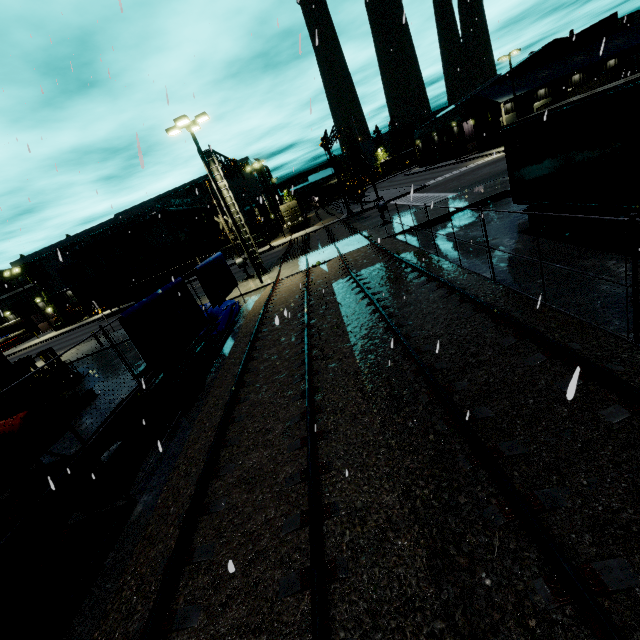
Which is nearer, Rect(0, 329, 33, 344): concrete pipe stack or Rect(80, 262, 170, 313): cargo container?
Rect(80, 262, 170, 313): cargo container

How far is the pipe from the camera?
9.48m

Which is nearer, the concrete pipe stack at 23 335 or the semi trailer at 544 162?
the semi trailer at 544 162

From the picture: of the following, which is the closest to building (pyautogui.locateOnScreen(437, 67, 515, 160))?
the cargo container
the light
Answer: the cargo container

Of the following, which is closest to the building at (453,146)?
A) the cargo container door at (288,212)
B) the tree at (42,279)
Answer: the tree at (42,279)

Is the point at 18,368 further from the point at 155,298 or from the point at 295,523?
the point at 295,523

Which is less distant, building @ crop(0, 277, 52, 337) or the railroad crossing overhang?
the railroad crossing overhang

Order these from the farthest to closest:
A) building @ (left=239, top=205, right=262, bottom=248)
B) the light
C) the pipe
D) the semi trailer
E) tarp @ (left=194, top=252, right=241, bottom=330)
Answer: building @ (left=239, top=205, right=262, bottom=248), the light, tarp @ (left=194, top=252, right=241, bottom=330), the pipe, the semi trailer
